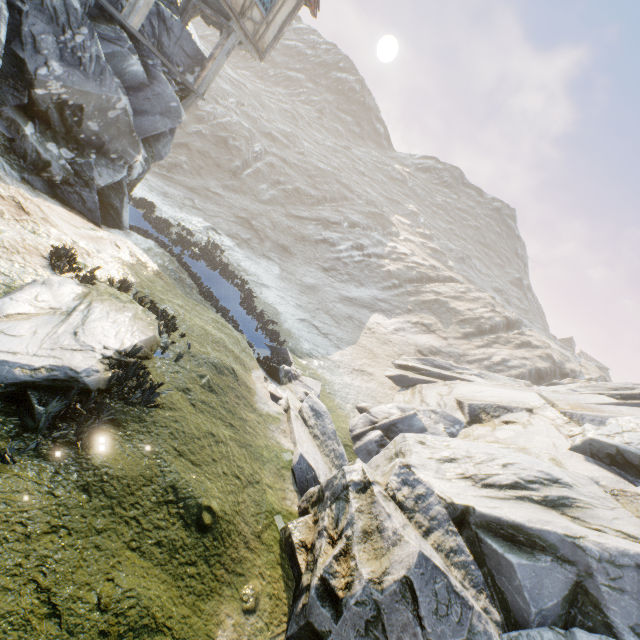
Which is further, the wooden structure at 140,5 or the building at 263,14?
the building at 263,14

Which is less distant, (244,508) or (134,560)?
(134,560)

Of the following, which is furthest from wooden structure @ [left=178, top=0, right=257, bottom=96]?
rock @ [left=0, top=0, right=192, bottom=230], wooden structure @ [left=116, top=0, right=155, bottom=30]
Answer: wooden structure @ [left=116, top=0, right=155, bottom=30]

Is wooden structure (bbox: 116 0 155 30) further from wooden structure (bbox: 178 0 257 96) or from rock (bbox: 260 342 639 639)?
wooden structure (bbox: 178 0 257 96)

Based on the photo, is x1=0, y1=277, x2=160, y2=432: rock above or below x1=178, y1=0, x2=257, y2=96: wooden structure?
below

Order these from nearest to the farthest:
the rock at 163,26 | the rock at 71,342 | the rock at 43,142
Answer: the rock at 71,342 → the rock at 43,142 → the rock at 163,26

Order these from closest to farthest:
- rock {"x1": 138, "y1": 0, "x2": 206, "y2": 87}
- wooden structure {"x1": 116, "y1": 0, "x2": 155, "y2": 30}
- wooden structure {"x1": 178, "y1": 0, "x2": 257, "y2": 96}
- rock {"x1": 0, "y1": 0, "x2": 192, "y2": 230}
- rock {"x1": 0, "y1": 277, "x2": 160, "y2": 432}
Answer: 1. rock {"x1": 0, "y1": 277, "x2": 160, "y2": 432}
2. rock {"x1": 0, "y1": 0, "x2": 192, "y2": 230}
3. wooden structure {"x1": 116, "y1": 0, "x2": 155, "y2": 30}
4. rock {"x1": 138, "y1": 0, "x2": 206, "y2": 87}
5. wooden structure {"x1": 178, "y1": 0, "x2": 257, "y2": 96}
